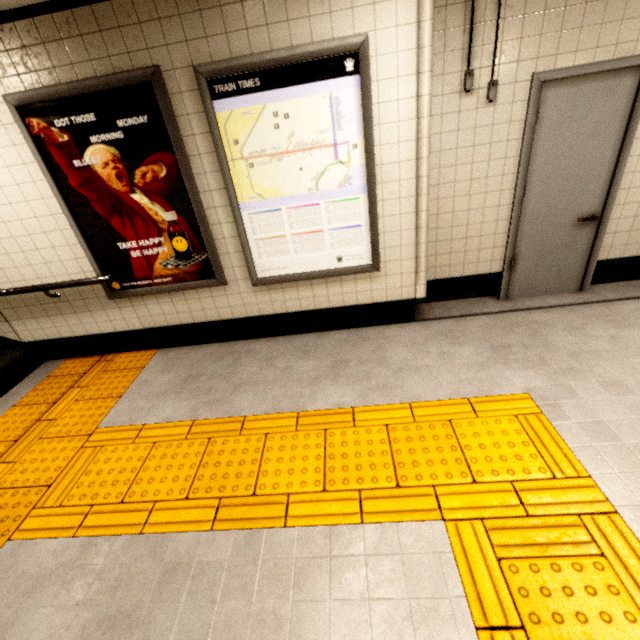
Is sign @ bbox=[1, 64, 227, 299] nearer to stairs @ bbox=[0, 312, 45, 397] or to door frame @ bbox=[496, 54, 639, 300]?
stairs @ bbox=[0, 312, 45, 397]

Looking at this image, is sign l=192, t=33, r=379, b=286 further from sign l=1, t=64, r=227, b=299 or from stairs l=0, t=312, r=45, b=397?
stairs l=0, t=312, r=45, b=397

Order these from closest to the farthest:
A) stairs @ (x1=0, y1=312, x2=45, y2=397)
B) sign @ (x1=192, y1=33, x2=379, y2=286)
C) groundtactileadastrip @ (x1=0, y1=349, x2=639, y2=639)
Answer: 1. groundtactileadastrip @ (x1=0, y1=349, x2=639, y2=639)
2. sign @ (x1=192, y1=33, x2=379, y2=286)
3. stairs @ (x1=0, y1=312, x2=45, y2=397)

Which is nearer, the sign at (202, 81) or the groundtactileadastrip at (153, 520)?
the groundtactileadastrip at (153, 520)

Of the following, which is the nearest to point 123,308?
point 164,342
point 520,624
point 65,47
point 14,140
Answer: point 164,342

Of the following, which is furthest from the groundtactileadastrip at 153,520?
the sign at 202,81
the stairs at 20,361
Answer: the sign at 202,81

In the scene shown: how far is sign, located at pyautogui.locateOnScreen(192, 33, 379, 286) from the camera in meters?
2.4 m

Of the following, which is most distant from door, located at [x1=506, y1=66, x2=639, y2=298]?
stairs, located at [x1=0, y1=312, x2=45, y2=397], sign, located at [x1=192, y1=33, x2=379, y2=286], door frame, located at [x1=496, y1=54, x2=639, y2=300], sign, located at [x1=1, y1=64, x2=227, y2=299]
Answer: stairs, located at [x1=0, y1=312, x2=45, y2=397]
